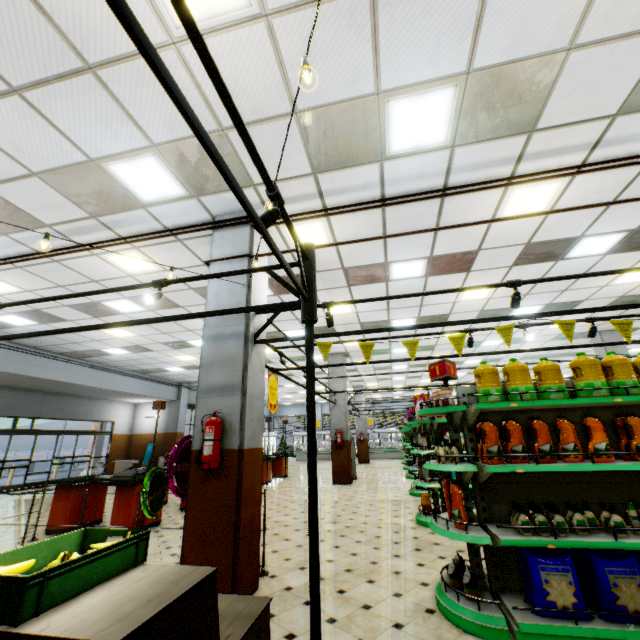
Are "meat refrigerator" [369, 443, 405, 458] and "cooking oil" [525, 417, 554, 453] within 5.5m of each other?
no

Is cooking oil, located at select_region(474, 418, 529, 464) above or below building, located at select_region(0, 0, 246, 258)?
below

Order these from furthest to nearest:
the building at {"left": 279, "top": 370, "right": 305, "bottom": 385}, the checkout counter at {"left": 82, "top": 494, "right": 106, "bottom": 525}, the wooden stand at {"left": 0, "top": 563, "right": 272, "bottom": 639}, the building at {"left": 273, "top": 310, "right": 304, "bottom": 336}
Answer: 1. the building at {"left": 279, "top": 370, "right": 305, "bottom": 385}
2. the building at {"left": 273, "top": 310, "right": 304, "bottom": 336}
3. the checkout counter at {"left": 82, "top": 494, "right": 106, "bottom": 525}
4. the wooden stand at {"left": 0, "top": 563, "right": 272, "bottom": 639}

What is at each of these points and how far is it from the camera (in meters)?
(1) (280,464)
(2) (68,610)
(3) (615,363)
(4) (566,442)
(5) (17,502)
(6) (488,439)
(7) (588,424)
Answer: (1) checkout counter, 14.46
(2) wooden stand, 1.43
(3) cooking oil, 3.29
(4) cooking oil, 3.15
(5) building, 10.41
(6) cooking oil, 3.26
(7) cooking oil, 3.09

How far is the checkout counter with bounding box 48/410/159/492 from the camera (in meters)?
6.28

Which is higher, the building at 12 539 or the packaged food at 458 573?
the packaged food at 458 573

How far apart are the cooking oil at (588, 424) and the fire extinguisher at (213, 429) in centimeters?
338cm

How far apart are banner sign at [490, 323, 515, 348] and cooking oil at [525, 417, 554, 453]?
0.9m
